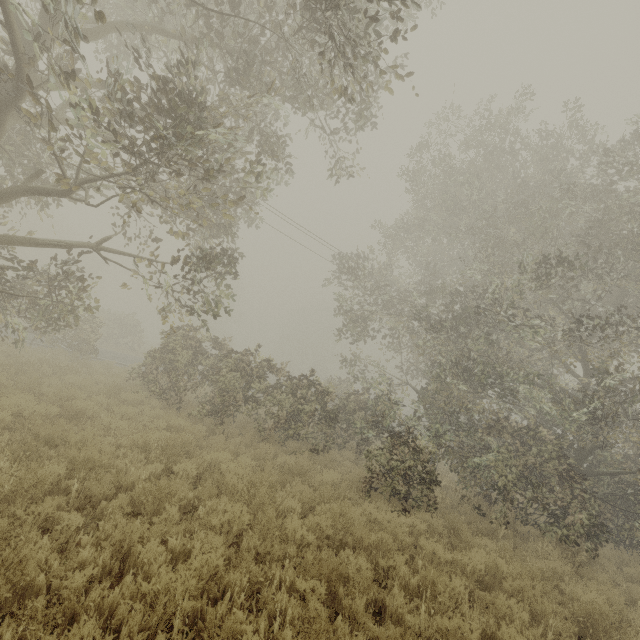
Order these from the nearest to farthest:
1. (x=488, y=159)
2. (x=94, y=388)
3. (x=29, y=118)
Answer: (x=29, y=118) < (x=94, y=388) < (x=488, y=159)
